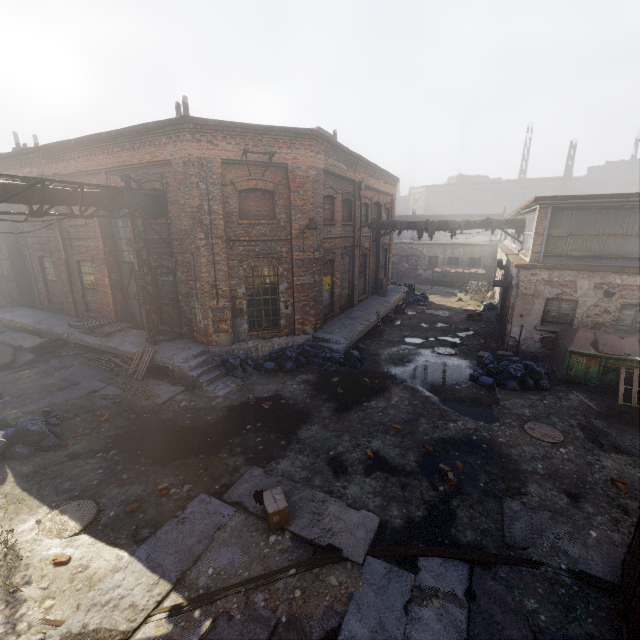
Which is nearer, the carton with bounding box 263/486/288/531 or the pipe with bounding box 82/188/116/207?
the carton with bounding box 263/486/288/531

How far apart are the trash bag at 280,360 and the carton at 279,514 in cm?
578

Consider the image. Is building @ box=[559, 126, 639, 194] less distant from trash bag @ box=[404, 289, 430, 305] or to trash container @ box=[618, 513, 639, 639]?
trash bag @ box=[404, 289, 430, 305]

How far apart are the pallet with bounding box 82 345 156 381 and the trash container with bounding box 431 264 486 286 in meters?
24.9

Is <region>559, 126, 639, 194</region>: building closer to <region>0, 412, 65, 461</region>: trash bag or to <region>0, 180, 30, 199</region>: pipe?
<region>0, 180, 30, 199</region>: pipe

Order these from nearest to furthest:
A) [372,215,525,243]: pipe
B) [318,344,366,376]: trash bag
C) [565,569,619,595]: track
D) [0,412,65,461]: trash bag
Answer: [565,569,619,595]: track < [0,412,65,461]: trash bag < [318,344,366,376]: trash bag < [372,215,525,243]: pipe

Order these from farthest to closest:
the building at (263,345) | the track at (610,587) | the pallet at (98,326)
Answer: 1. the pallet at (98,326)
2. the building at (263,345)
3. the track at (610,587)

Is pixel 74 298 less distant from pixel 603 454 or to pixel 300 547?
pixel 300 547
